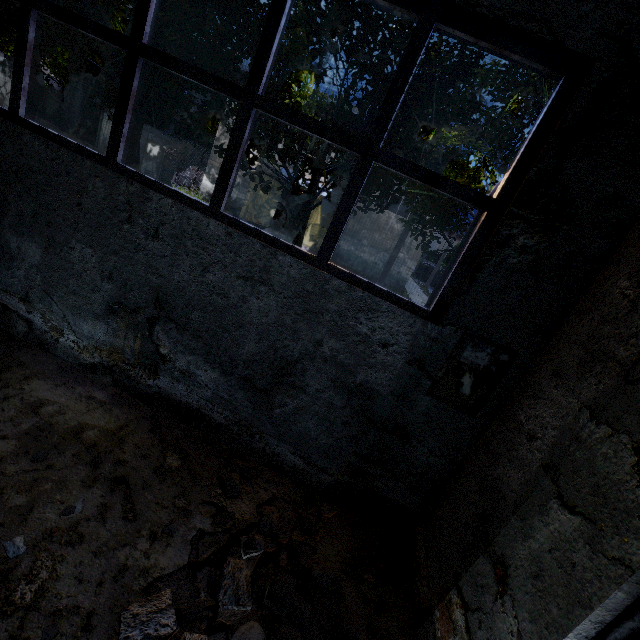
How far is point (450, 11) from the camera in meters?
2.7 m

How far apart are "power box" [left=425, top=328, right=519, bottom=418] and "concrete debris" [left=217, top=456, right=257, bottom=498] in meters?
1.9 m

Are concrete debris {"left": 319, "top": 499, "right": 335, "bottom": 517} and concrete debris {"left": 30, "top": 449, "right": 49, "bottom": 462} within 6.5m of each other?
yes

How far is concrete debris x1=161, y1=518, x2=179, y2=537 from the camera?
2.9m

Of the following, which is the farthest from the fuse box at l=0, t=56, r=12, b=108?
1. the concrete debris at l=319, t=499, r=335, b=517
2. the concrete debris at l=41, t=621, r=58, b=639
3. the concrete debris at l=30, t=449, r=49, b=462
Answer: the concrete debris at l=319, t=499, r=335, b=517

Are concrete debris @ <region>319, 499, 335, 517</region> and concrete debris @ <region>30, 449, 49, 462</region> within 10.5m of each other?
yes

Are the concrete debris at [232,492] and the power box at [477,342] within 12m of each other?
yes

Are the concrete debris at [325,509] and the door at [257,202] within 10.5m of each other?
no
